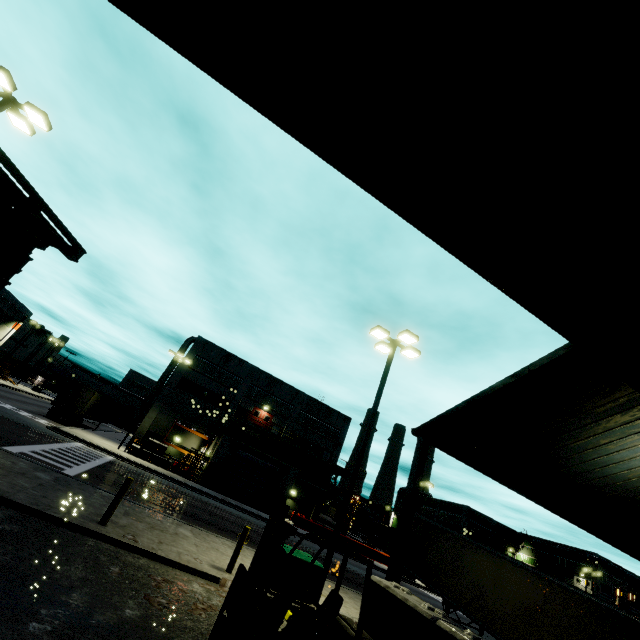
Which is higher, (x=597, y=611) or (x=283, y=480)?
(x=283, y=480)

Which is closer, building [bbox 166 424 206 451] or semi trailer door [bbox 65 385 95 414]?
semi trailer door [bbox 65 385 95 414]

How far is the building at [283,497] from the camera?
33.3m

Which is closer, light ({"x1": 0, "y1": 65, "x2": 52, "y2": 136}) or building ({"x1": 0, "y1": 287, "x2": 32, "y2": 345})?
light ({"x1": 0, "y1": 65, "x2": 52, "y2": 136})

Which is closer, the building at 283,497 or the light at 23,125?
the light at 23,125

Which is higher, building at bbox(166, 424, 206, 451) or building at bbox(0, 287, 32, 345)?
building at bbox(0, 287, 32, 345)

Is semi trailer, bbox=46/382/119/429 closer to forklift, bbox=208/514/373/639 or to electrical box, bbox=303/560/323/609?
forklift, bbox=208/514/373/639
